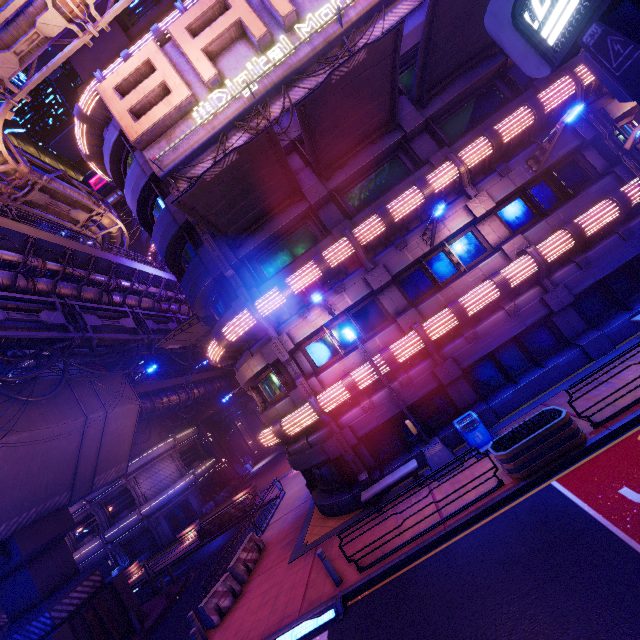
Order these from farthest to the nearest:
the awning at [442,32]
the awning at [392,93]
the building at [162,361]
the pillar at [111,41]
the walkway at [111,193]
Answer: the walkway at [111,193], the building at [162,361], the pillar at [111,41], the awning at [442,32], the awning at [392,93]

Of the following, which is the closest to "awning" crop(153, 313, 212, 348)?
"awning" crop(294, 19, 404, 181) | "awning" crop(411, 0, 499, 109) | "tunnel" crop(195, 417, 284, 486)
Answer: "awning" crop(294, 19, 404, 181)

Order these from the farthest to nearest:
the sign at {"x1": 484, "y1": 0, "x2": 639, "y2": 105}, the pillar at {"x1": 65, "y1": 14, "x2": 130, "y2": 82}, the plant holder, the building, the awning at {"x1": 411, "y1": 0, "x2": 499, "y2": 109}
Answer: the building → the pillar at {"x1": 65, "y1": 14, "x2": 130, "y2": 82} → the awning at {"x1": 411, "y1": 0, "x2": 499, "y2": 109} → the plant holder → the sign at {"x1": 484, "y1": 0, "x2": 639, "y2": 105}

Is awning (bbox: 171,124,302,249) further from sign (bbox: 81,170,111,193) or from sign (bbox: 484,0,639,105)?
sign (bbox: 81,170,111,193)

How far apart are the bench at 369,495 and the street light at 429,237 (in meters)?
8.36

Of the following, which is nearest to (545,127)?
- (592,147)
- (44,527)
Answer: (592,147)

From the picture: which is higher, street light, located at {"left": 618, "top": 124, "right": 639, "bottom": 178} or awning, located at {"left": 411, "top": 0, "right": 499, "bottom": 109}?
awning, located at {"left": 411, "top": 0, "right": 499, "bottom": 109}

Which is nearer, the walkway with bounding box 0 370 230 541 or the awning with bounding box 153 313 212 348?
the walkway with bounding box 0 370 230 541
